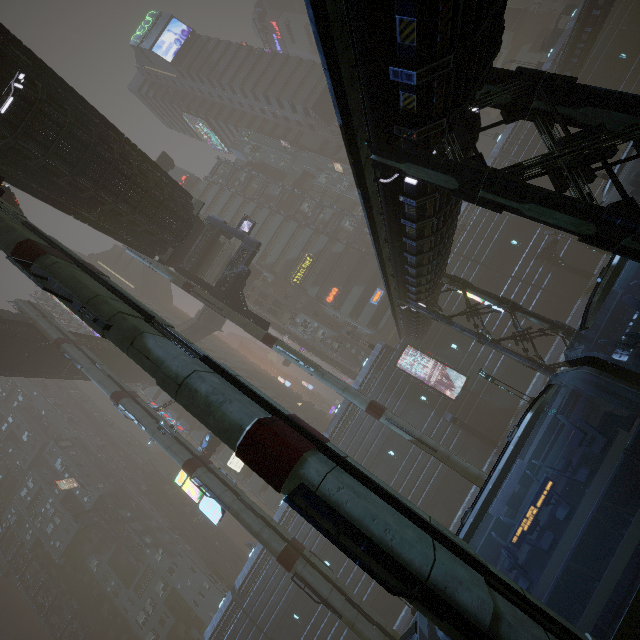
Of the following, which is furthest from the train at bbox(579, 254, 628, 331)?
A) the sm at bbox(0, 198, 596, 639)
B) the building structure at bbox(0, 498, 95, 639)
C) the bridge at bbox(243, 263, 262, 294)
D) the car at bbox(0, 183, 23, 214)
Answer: the building structure at bbox(0, 498, 95, 639)

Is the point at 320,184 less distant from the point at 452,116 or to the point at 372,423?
the point at 372,423

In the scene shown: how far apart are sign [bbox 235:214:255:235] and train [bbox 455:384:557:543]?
24.6m

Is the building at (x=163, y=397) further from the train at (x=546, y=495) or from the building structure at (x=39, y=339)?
the building structure at (x=39, y=339)

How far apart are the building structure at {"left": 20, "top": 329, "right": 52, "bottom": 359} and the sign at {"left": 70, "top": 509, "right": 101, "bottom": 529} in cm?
3247

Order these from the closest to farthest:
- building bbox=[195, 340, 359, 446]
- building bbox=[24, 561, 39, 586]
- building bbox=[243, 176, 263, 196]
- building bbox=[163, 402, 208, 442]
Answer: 1. building bbox=[195, 340, 359, 446]
2. building bbox=[163, 402, 208, 442]
3. building bbox=[24, 561, 39, 586]
4. building bbox=[243, 176, 263, 196]

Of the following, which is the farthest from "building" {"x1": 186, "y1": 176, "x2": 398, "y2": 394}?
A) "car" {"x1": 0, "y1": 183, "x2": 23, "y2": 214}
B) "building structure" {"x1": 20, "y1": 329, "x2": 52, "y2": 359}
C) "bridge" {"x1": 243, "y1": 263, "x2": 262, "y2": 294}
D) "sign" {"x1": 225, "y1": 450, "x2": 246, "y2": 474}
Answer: "building structure" {"x1": 20, "y1": 329, "x2": 52, "y2": 359}

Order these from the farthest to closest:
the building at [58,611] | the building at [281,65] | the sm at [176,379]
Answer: the building at [281,65], the building at [58,611], the sm at [176,379]
